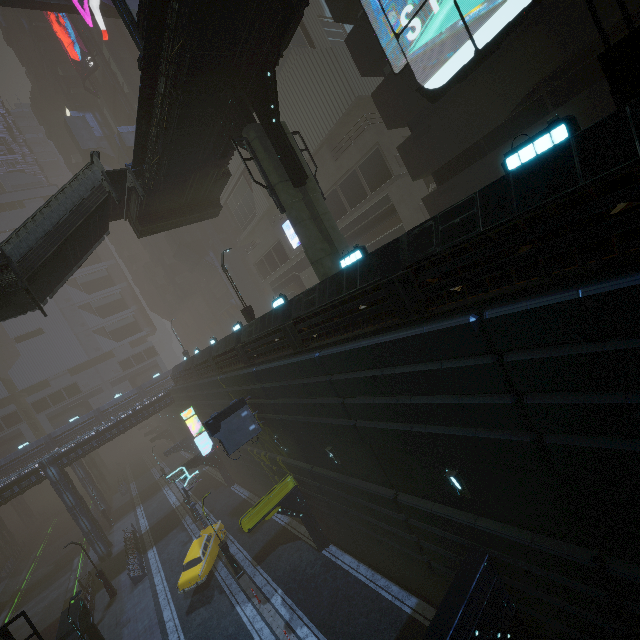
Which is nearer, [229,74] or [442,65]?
Result: [229,74]

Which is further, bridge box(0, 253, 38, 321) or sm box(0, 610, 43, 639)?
bridge box(0, 253, 38, 321)

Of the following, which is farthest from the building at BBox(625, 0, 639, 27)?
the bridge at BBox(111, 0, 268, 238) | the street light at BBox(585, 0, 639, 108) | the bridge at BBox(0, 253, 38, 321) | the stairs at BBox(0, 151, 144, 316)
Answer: the stairs at BBox(0, 151, 144, 316)

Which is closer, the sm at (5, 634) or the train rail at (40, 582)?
the sm at (5, 634)

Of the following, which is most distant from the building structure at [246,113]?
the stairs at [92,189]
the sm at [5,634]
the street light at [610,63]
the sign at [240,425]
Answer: the sign at [240,425]

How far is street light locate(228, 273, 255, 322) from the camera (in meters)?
20.25

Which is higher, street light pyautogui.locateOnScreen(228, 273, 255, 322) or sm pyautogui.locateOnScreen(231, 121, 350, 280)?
sm pyautogui.locateOnScreen(231, 121, 350, 280)

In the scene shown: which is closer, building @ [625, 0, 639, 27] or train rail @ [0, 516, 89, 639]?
building @ [625, 0, 639, 27]
